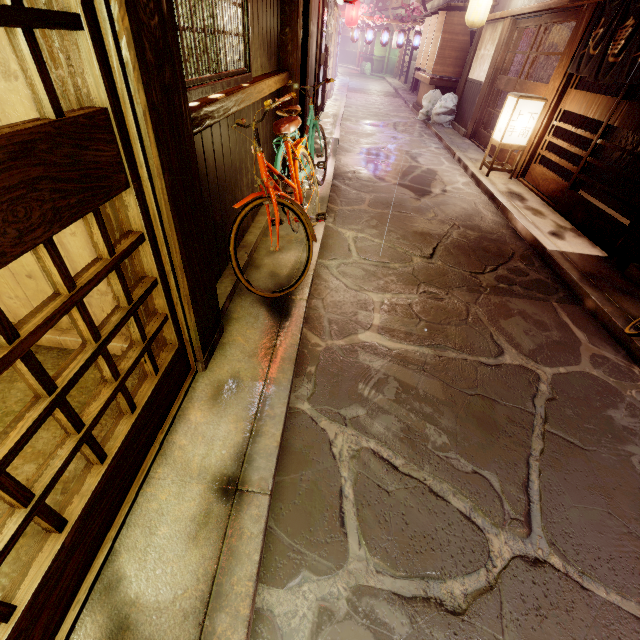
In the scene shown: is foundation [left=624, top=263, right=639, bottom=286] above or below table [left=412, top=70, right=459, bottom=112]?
below

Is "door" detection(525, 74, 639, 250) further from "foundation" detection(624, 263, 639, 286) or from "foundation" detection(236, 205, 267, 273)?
"foundation" detection(236, 205, 267, 273)

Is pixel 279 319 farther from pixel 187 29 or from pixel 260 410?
pixel 187 29

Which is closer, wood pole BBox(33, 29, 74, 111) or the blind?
wood pole BBox(33, 29, 74, 111)

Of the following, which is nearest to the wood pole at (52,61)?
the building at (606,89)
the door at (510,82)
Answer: the building at (606,89)

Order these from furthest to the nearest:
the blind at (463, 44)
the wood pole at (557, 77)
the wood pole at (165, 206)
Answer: the blind at (463, 44) < the wood pole at (557, 77) < the wood pole at (165, 206)

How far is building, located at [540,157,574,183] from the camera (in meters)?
12.75

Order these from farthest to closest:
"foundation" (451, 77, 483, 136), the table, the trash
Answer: the table → the trash → "foundation" (451, 77, 483, 136)
